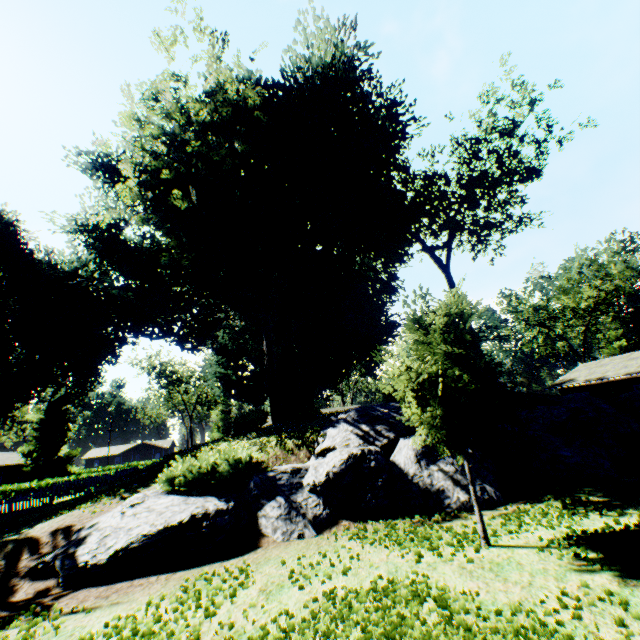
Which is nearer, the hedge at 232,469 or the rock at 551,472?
the hedge at 232,469

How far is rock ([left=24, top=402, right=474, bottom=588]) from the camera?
6.95m

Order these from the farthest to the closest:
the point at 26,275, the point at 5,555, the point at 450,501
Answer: the point at 26,275
the point at 450,501
the point at 5,555

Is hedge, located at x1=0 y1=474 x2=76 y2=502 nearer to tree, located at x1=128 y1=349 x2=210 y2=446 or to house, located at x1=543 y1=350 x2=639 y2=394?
tree, located at x1=128 y1=349 x2=210 y2=446

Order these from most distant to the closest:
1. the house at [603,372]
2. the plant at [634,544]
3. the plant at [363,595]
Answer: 1. the house at [603,372]
2. the plant at [634,544]
3. the plant at [363,595]

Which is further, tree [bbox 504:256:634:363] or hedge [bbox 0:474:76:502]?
tree [bbox 504:256:634:363]

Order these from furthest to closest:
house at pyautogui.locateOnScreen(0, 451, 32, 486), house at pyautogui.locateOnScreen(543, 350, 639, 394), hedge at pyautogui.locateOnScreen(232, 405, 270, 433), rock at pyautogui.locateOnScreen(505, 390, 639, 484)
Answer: house at pyautogui.locateOnScreen(0, 451, 32, 486) → house at pyautogui.locateOnScreen(543, 350, 639, 394) → hedge at pyautogui.locateOnScreen(232, 405, 270, 433) → rock at pyautogui.locateOnScreen(505, 390, 639, 484)

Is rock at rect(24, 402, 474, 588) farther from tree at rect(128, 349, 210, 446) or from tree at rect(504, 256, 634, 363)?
tree at rect(504, 256, 634, 363)
